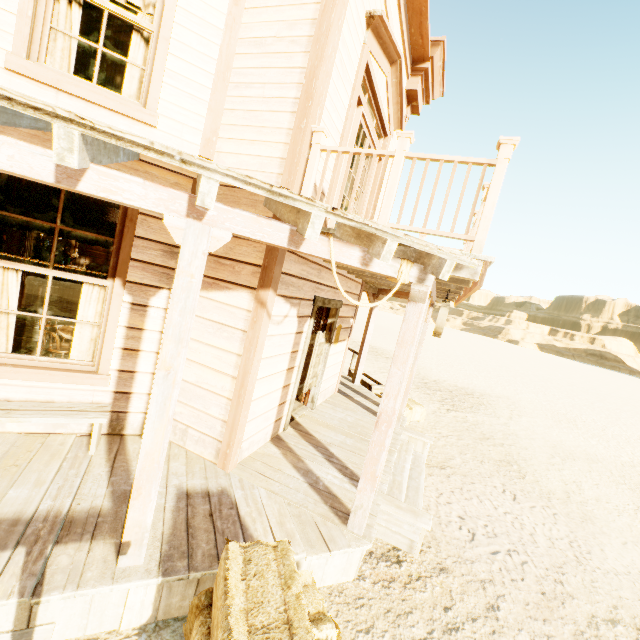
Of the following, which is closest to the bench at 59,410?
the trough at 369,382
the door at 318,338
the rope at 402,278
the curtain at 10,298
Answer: the curtain at 10,298

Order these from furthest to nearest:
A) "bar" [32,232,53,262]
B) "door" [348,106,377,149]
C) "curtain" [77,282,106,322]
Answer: "bar" [32,232,53,262] → "door" [348,106,377,149] → "curtain" [77,282,106,322]

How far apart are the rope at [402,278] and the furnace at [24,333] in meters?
5.6

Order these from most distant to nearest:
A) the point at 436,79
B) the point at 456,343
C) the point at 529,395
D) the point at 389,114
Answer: the point at 456,343, the point at 529,395, the point at 436,79, the point at 389,114

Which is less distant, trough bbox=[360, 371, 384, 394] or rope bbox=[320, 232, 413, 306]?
rope bbox=[320, 232, 413, 306]

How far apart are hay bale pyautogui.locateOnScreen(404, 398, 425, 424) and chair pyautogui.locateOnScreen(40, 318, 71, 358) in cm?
652

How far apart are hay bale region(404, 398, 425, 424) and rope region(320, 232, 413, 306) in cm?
553

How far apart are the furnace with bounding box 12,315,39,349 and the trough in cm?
729
